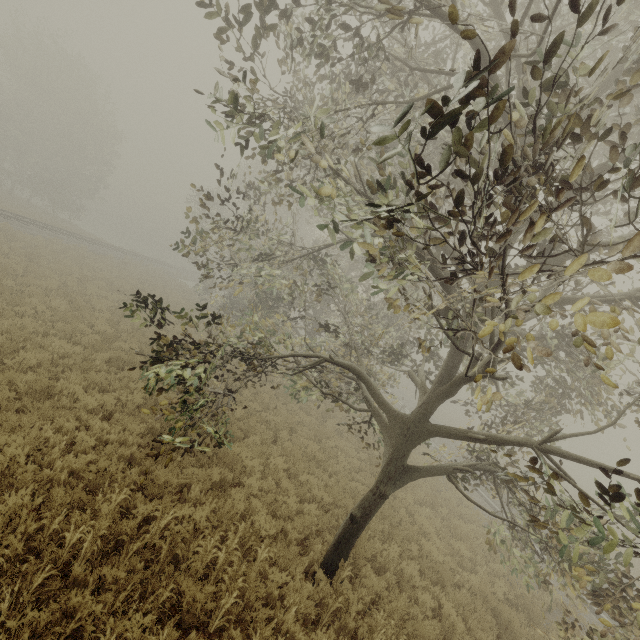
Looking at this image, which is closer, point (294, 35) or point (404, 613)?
point (404, 613)

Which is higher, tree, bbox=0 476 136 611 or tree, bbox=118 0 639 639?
tree, bbox=118 0 639 639

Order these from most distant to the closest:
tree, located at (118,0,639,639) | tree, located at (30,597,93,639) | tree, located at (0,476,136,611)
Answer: tree, located at (0,476,136,611), tree, located at (30,597,93,639), tree, located at (118,0,639,639)

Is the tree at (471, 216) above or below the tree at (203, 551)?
above

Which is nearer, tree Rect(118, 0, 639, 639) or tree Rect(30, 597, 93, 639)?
tree Rect(118, 0, 639, 639)
